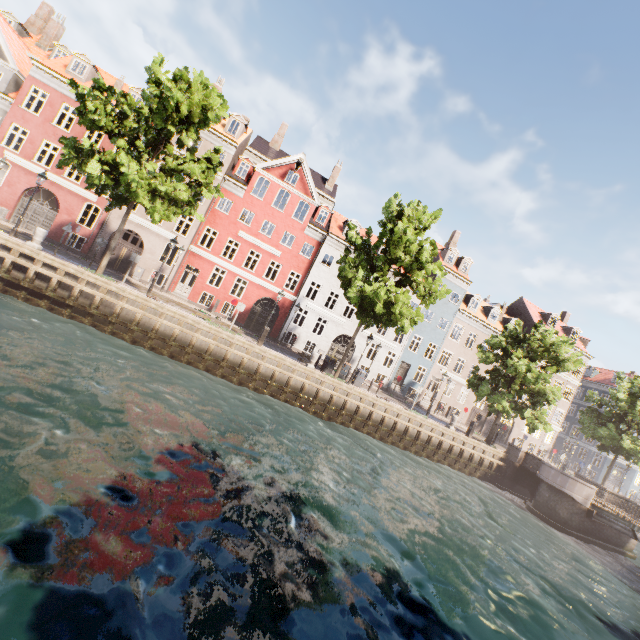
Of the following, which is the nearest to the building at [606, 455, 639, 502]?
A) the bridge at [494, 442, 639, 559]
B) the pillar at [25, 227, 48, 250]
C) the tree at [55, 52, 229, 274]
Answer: the tree at [55, 52, 229, 274]

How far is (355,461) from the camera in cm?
1477

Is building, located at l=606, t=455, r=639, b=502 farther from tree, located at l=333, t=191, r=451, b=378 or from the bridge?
the bridge

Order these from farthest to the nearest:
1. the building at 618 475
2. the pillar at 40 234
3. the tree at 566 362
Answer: the building at 618 475 → the tree at 566 362 → the pillar at 40 234

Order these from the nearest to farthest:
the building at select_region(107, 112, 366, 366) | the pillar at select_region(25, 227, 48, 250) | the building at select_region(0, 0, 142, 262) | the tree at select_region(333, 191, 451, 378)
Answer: the pillar at select_region(25, 227, 48, 250), the tree at select_region(333, 191, 451, 378), the building at select_region(0, 0, 142, 262), the building at select_region(107, 112, 366, 366)

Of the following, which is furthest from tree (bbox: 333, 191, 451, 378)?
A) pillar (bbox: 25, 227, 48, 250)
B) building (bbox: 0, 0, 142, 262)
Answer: building (bbox: 0, 0, 142, 262)

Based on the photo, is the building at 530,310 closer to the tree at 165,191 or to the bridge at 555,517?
the tree at 165,191

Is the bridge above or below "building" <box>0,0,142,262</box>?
below
